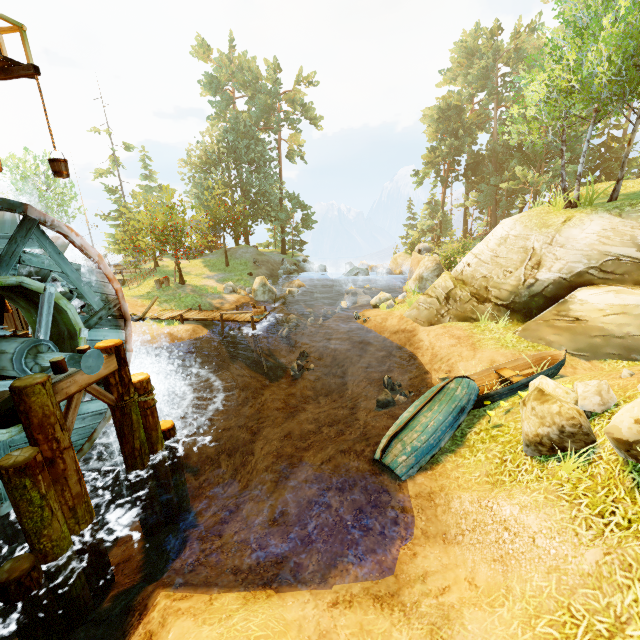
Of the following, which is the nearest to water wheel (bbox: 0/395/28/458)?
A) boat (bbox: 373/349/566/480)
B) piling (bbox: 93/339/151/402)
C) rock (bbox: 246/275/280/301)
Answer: piling (bbox: 93/339/151/402)

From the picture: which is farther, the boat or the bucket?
the bucket

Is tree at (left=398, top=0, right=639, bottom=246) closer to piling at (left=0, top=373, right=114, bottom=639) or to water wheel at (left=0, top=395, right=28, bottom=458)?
water wheel at (left=0, top=395, right=28, bottom=458)

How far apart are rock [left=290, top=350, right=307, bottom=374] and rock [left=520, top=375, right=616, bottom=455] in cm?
1124

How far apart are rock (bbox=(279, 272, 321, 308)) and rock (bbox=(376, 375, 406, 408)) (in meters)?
16.78

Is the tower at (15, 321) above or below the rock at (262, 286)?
above

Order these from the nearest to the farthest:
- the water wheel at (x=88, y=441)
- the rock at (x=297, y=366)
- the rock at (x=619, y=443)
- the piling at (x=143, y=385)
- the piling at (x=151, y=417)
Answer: the rock at (x=619, y=443), the water wheel at (x=88, y=441), the piling at (x=143, y=385), the piling at (x=151, y=417), the rock at (x=297, y=366)

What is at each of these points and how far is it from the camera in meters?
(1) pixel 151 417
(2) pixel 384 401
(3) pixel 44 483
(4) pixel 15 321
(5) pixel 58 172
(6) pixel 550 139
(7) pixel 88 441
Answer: (1) piling, 8.1 m
(2) rock, 10.9 m
(3) piling, 5.5 m
(4) tower, 9.1 m
(5) bucket, 8.5 m
(6) tree, 15.2 m
(7) water wheel, 8.3 m
